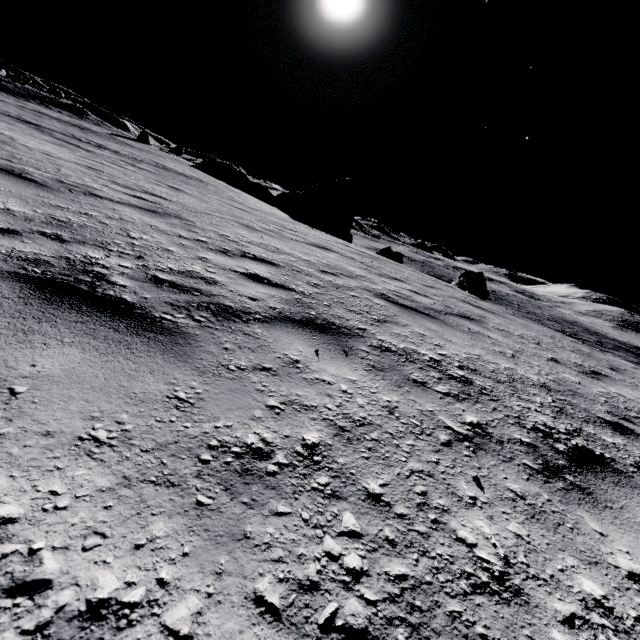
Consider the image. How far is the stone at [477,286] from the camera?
18.9 meters

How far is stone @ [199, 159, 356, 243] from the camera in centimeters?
3111cm

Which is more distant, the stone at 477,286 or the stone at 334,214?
the stone at 334,214

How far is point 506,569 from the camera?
1.2 meters

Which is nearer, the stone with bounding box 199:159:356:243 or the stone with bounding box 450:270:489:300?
the stone with bounding box 450:270:489:300

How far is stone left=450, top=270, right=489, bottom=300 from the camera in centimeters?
1892cm
